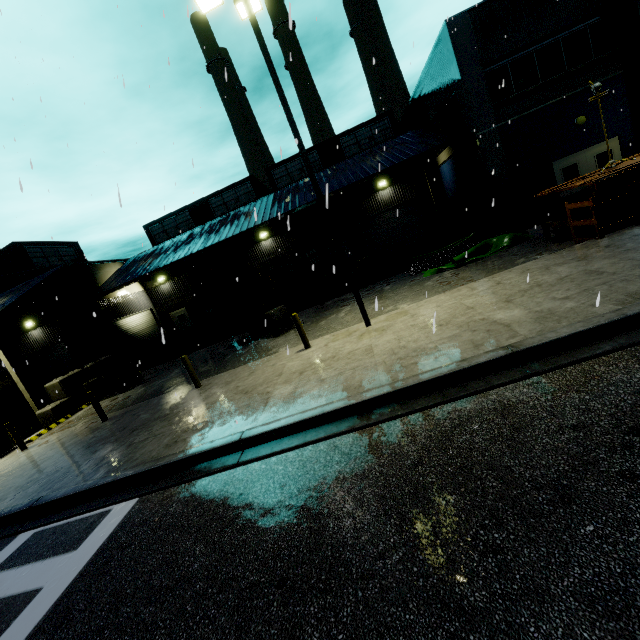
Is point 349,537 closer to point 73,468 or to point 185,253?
point 73,468

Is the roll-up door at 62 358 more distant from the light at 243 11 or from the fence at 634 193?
the fence at 634 193

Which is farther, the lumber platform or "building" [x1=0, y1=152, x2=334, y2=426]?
"building" [x1=0, y1=152, x2=334, y2=426]

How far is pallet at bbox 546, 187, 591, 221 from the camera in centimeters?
1038cm

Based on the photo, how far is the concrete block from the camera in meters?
15.4

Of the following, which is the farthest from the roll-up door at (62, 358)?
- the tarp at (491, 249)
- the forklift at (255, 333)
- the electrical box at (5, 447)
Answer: the electrical box at (5, 447)

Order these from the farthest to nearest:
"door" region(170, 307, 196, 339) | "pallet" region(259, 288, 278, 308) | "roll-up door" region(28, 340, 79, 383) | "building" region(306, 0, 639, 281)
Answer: "door" region(170, 307, 196, 339) < "roll-up door" region(28, 340, 79, 383) < "pallet" region(259, 288, 278, 308) < "building" region(306, 0, 639, 281)

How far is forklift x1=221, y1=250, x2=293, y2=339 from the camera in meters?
14.6
